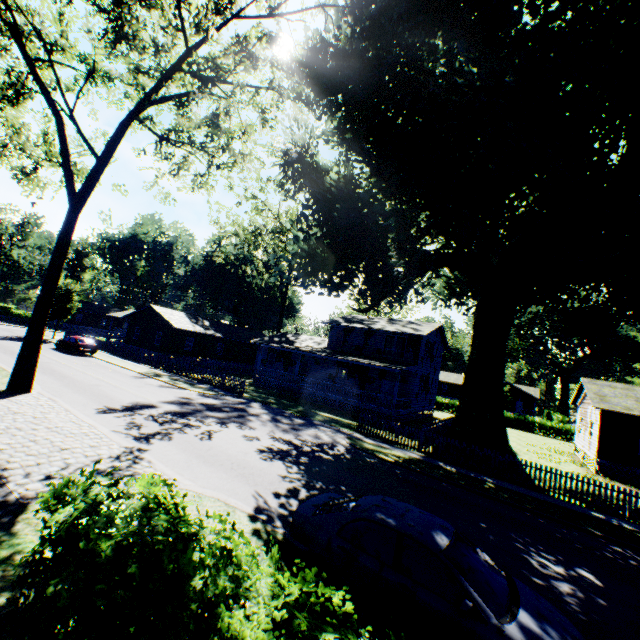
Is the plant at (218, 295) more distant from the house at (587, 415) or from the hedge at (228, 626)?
the hedge at (228, 626)

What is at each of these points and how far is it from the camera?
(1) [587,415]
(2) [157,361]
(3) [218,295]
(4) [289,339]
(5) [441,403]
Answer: (1) house, 25.8m
(2) fence, 31.9m
(3) plant, 59.8m
(4) house, 41.3m
(5) hedge, 46.6m

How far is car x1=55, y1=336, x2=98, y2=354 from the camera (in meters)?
30.97

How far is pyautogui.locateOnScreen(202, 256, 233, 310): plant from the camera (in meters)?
56.98

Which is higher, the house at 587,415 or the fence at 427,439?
the house at 587,415

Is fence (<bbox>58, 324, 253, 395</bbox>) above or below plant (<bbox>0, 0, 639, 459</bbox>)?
below

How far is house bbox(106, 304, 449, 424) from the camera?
29.6m

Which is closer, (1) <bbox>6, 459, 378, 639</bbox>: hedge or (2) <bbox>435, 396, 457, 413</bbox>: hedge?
(1) <bbox>6, 459, 378, 639</bbox>: hedge
